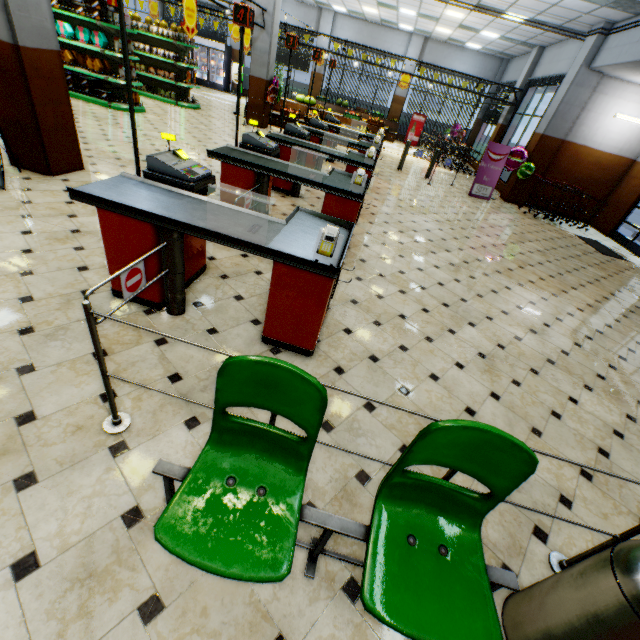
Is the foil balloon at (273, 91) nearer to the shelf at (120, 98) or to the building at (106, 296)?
the building at (106, 296)

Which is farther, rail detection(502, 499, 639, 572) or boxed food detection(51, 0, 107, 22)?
boxed food detection(51, 0, 107, 22)

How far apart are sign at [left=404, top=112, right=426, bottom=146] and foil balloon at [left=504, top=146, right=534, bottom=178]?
9.88m

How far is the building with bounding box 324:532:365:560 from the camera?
1.8 meters

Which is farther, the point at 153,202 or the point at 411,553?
the point at 153,202

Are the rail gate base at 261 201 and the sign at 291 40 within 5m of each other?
yes

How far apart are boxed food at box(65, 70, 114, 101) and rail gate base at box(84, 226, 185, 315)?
9.93m

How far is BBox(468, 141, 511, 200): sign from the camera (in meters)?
10.46
